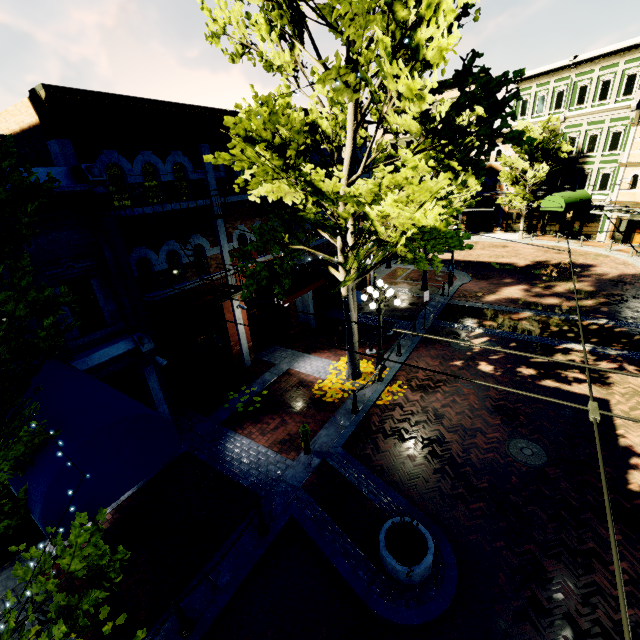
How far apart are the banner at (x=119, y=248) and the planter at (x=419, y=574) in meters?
6.6 m

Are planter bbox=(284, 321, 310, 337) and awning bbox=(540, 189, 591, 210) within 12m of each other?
no

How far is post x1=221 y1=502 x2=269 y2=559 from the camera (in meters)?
6.37

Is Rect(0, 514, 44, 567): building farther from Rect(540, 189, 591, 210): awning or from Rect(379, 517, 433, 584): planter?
Rect(379, 517, 433, 584): planter

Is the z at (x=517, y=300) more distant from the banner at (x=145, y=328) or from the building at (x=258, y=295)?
the banner at (x=145, y=328)

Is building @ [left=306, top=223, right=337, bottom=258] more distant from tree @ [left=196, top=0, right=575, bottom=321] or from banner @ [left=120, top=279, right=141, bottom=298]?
banner @ [left=120, top=279, right=141, bottom=298]

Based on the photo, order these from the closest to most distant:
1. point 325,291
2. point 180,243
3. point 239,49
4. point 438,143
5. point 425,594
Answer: point 425,594, point 180,243, point 239,49, point 438,143, point 325,291

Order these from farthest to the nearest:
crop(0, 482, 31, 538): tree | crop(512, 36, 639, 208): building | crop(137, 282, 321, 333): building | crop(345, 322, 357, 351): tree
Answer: crop(512, 36, 639, 208): building, crop(345, 322, 357, 351): tree, crop(137, 282, 321, 333): building, crop(0, 482, 31, 538): tree
